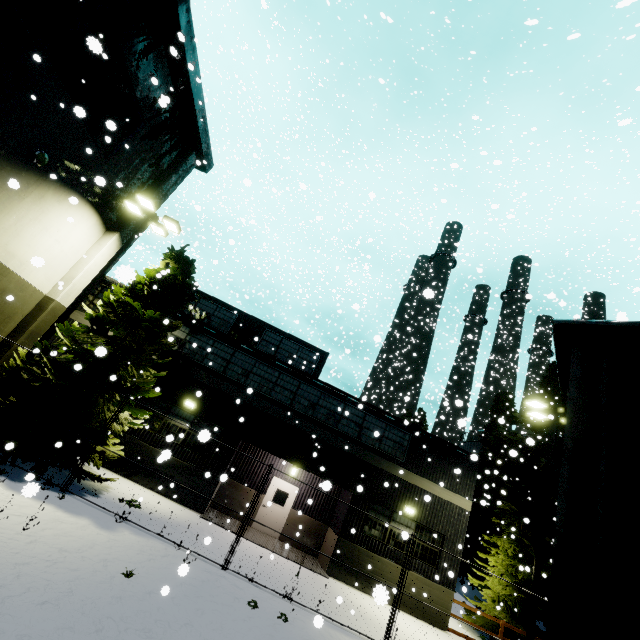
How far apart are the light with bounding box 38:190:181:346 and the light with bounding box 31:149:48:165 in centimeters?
325cm

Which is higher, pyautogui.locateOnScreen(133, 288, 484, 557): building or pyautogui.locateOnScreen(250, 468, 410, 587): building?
pyautogui.locateOnScreen(133, 288, 484, 557): building

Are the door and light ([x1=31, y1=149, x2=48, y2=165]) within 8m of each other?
no

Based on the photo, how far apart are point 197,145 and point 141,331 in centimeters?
1009cm

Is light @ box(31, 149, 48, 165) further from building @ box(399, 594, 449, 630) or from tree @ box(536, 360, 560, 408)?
tree @ box(536, 360, 560, 408)

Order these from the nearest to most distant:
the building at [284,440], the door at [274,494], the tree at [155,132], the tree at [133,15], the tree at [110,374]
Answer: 1. the tree at [110,374]
2. the tree at [133,15]
3. the tree at [155,132]
4. the building at [284,440]
5. the door at [274,494]

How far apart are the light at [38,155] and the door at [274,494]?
16.2 meters

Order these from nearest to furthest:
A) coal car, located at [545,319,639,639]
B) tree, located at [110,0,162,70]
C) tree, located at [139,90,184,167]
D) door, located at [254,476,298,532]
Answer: coal car, located at [545,319,639,639]
tree, located at [110,0,162,70]
tree, located at [139,90,184,167]
door, located at [254,476,298,532]
